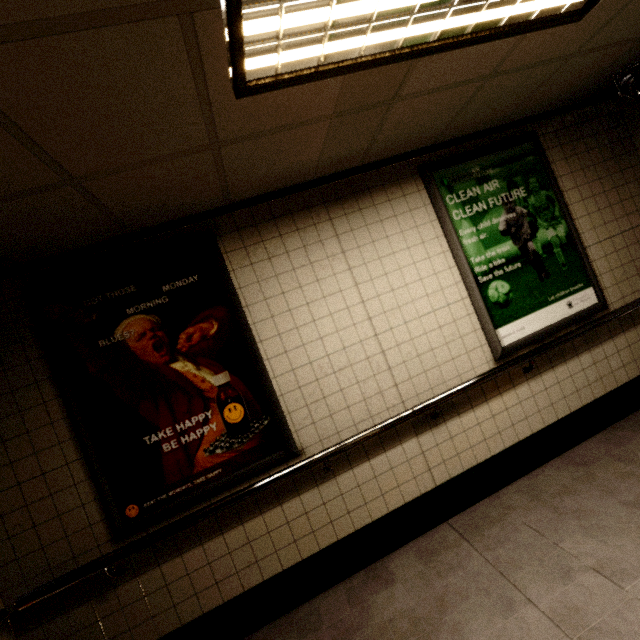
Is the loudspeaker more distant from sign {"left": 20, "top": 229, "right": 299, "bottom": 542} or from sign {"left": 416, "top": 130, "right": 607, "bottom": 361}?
sign {"left": 20, "top": 229, "right": 299, "bottom": 542}

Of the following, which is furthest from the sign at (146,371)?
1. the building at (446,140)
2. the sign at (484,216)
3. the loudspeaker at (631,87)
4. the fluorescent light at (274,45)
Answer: the loudspeaker at (631,87)

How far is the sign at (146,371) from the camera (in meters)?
2.13

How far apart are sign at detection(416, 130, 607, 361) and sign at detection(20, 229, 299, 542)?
1.78m

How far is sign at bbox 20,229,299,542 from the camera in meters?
2.1 m

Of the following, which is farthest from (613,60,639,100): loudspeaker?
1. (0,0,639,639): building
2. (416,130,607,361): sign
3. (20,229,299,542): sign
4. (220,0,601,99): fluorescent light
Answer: (20,229,299,542): sign

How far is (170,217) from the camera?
2.30m

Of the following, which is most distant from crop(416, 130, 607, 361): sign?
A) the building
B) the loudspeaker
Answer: the loudspeaker
